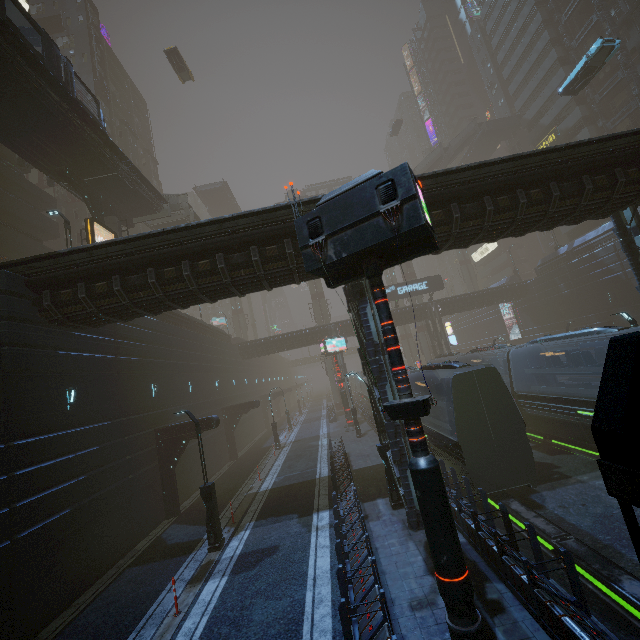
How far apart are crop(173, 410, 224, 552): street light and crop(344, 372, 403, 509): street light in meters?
6.6 m

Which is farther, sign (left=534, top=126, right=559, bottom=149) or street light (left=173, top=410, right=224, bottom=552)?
sign (left=534, top=126, right=559, bottom=149)

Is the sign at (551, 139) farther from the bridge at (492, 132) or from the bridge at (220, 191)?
the bridge at (220, 191)

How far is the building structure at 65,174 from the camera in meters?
21.6 m

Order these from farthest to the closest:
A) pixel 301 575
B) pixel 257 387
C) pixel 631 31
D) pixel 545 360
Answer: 1. pixel 257 387
2. pixel 631 31
3. pixel 545 360
4. pixel 301 575

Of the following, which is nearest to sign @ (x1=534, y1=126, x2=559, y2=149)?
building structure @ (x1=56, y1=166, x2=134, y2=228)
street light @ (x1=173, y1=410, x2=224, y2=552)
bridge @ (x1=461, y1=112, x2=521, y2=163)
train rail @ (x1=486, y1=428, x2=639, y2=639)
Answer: bridge @ (x1=461, y1=112, x2=521, y2=163)

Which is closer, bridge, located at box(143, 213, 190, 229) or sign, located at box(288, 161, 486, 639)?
sign, located at box(288, 161, 486, 639)

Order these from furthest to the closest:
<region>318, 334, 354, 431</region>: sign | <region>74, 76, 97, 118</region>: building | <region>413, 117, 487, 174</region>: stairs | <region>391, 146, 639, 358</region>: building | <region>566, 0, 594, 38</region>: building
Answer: <region>413, 117, 487, 174</region>: stairs
<region>566, 0, 594, 38</region>: building
<region>74, 76, 97, 118</region>: building
<region>318, 334, 354, 431</region>: sign
<region>391, 146, 639, 358</region>: building
